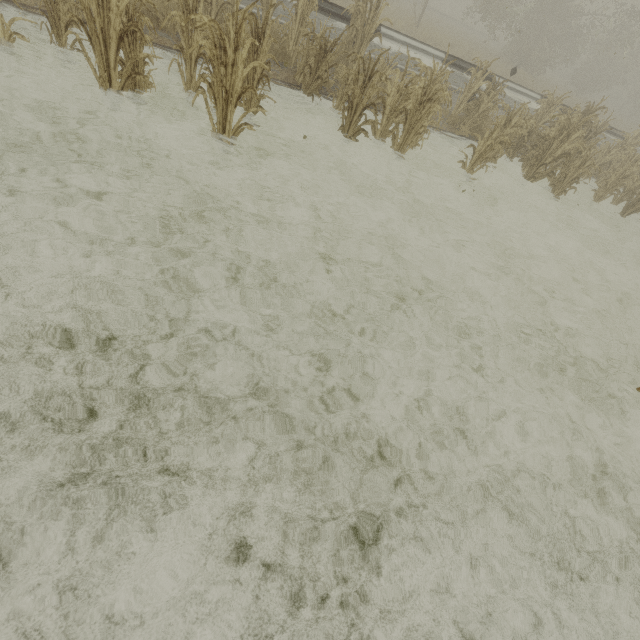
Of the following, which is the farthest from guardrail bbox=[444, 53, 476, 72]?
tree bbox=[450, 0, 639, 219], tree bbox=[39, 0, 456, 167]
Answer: tree bbox=[450, 0, 639, 219]

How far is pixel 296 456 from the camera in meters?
2.7

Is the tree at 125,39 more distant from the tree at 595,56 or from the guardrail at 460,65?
the tree at 595,56

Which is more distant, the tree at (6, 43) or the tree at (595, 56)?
the tree at (595, 56)

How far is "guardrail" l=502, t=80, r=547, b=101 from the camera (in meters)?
11.87

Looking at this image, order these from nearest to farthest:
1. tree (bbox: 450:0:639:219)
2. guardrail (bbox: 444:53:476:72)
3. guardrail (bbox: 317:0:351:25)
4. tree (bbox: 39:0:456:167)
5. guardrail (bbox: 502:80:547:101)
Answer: tree (bbox: 39:0:456:167), tree (bbox: 450:0:639:219), guardrail (bbox: 317:0:351:25), guardrail (bbox: 444:53:476:72), guardrail (bbox: 502:80:547:101)

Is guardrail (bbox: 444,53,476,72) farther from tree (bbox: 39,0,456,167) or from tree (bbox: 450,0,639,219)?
tree (bbox: 450,0,639,219)

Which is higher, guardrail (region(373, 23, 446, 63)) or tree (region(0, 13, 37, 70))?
guardrail (region(373, 23, 446, 63))
